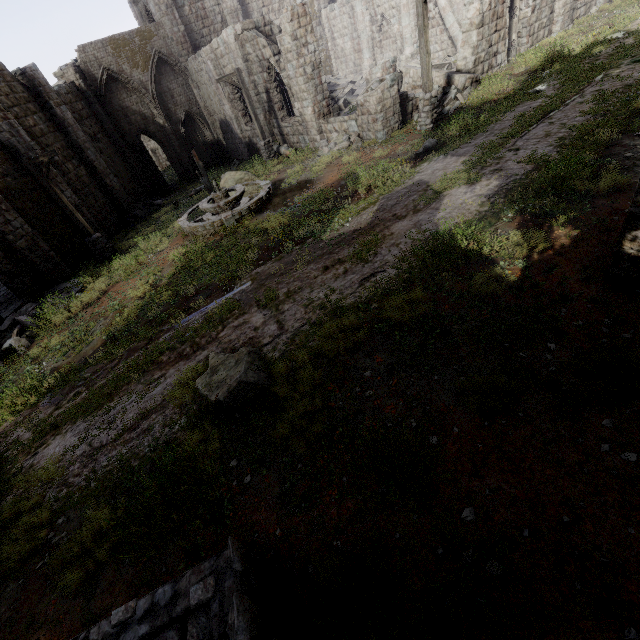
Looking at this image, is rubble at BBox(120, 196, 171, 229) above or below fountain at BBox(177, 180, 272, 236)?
below

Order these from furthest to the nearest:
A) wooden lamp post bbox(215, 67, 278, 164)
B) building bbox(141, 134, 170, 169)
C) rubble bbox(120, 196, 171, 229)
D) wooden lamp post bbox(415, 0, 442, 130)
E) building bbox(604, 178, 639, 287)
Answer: building bbox(141, 134, 170, 169) < rubble bbox(120, 196, 171, 229) < wooden lamp post bbox(215, 67, 278, 164) < wooden lamp post bbox(415, 0, 442, 130) < building bbox(604, 178, 639, 287)

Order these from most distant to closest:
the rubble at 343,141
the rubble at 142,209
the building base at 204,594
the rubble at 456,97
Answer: the rubble at 142,209 → the rubble at 343,141 → the rubble at 456,97 → the building base at 204,594

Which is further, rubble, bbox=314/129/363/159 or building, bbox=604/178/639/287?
rubble, bbox=314/129/363/159

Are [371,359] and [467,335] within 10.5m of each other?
yes

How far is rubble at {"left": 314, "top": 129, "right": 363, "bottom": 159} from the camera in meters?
14.9 m

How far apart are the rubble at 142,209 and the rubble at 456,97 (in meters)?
17.27

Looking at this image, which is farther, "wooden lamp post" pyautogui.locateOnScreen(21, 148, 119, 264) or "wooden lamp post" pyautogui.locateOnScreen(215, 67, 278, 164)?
"wooden lamp post" pyautogui.locateOnScreen(215, 67, 278, 164)
